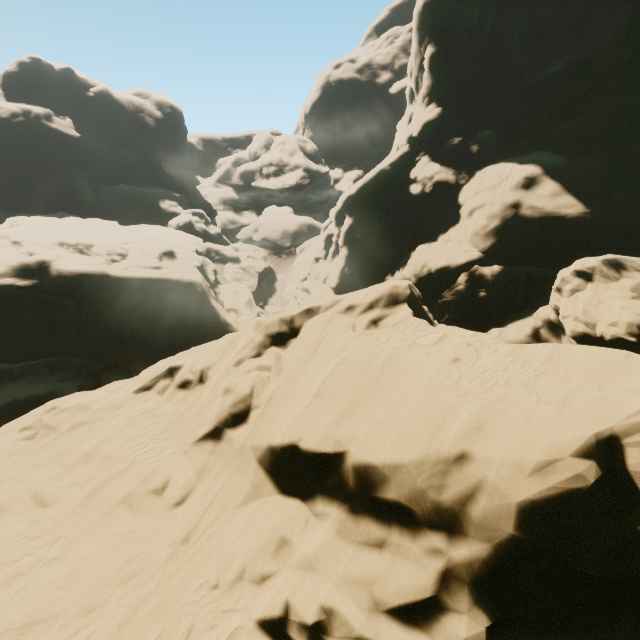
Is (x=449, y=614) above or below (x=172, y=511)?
above
